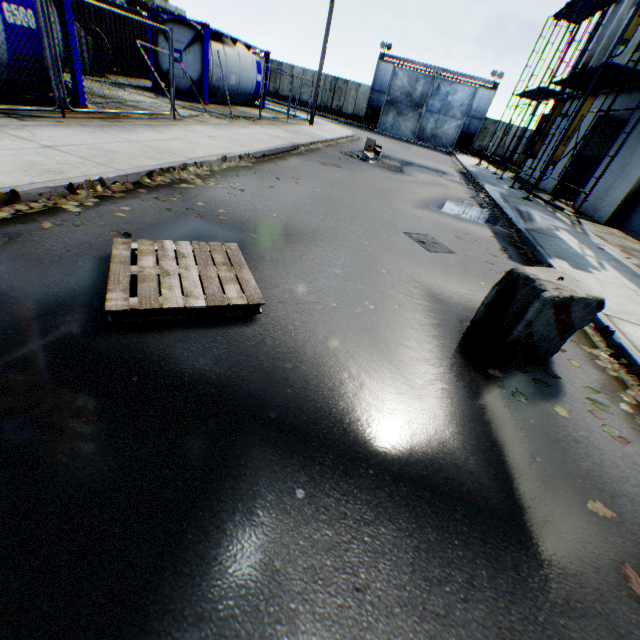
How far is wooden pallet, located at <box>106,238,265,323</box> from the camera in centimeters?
274cm

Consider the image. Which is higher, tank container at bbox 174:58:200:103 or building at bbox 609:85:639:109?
building at bbox 609:85:639:109

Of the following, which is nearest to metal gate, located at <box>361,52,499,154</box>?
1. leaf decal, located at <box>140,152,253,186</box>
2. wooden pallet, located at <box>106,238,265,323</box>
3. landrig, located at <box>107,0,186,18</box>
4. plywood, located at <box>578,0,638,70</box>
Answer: plywood, located at <box>578,0,638,70</box>

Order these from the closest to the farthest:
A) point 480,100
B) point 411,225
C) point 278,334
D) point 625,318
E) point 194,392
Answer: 1. point 194,392
2. point 278,334
3. point 625,318
4. point 411,225
5. point 480,100

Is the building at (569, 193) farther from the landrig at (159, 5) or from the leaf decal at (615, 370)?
the landrig at (159, 5)

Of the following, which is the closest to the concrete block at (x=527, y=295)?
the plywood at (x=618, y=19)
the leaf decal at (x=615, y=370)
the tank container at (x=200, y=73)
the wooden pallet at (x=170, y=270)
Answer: the leaf decal at (x=615, y=370)

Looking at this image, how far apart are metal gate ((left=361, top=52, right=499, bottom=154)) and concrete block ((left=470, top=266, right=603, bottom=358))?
35.41m

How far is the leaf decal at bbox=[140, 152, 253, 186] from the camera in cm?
561
